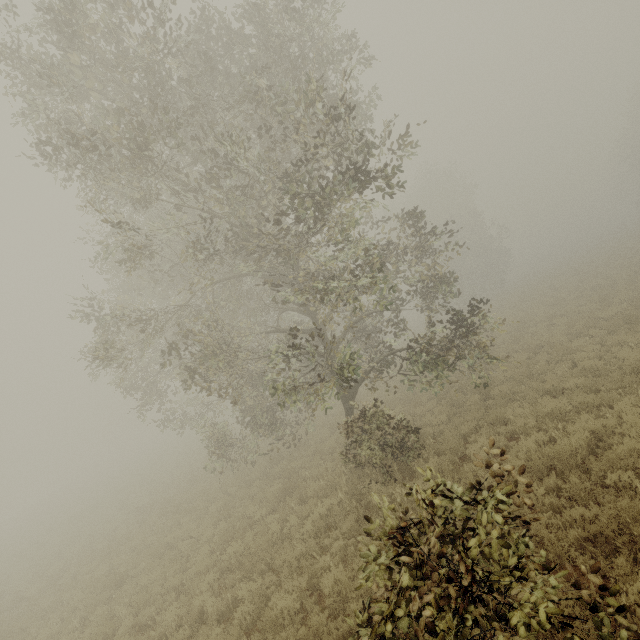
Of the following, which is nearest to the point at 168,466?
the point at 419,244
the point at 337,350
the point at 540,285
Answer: the point at 337,350

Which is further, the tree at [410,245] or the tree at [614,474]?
the tree at [614,474]

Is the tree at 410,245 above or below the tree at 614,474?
above

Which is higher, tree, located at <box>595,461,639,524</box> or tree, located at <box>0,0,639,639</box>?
tree, located at <box>0,0,639,639</box>

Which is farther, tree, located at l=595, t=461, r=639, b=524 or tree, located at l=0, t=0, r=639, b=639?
tree, located at l=595, t=461, r=639, b=524
